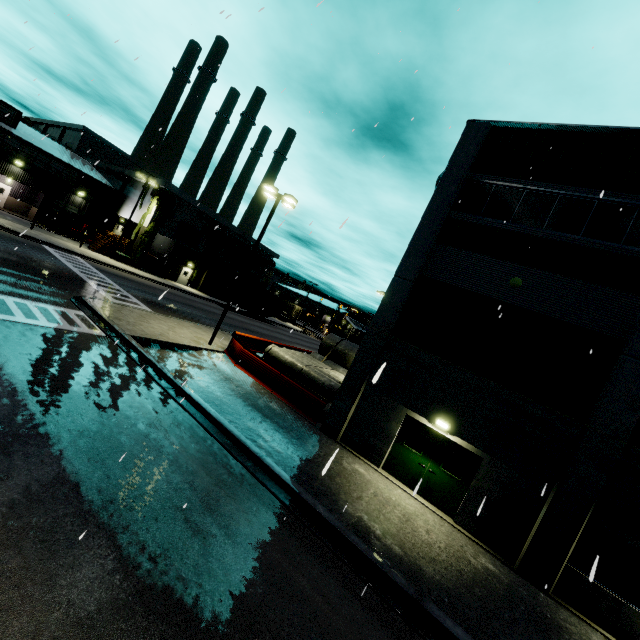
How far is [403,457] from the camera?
12.69m

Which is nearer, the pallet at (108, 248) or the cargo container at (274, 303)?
the pallet at (108, 248)

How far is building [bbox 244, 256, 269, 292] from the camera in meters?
52.4

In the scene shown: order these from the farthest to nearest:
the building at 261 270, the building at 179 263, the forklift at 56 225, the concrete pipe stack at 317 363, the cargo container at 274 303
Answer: the building at 261 270, the cargo container at 274 303, the building at 179 263, the forklift at 56 225, the concrete pipe stack at 317 363

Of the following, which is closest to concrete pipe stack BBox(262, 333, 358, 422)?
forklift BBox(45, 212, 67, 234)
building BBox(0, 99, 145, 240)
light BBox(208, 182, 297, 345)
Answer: building BBox(0, 99, 145, 240)

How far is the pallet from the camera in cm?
3596

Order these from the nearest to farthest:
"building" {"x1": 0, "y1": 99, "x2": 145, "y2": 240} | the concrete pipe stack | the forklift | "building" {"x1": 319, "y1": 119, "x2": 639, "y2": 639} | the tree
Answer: "building" {"x1": 319, "y1": 119, "x2": 639, "y2": 639}, the concrete pipe stack, "building" {"x1": 0, "y1": 99, "x2": 145, "y2": 240}, the forklift, the tree

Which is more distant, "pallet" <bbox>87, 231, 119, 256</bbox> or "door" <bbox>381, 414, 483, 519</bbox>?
"pallet" <bbox>87, 231, 119, 256</bbox>
